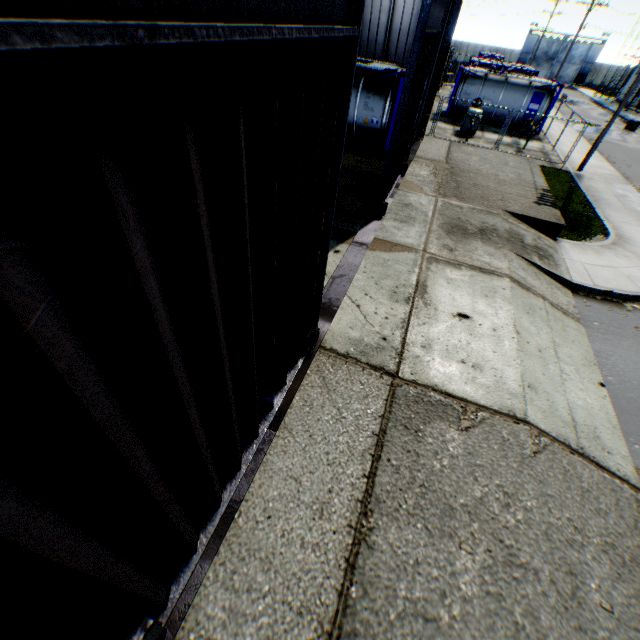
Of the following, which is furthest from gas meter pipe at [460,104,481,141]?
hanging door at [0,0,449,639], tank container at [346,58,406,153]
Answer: hanging door at [0,0,449,639]

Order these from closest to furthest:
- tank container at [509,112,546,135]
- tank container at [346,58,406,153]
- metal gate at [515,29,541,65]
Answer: tank container at [346,58,406,153] < tank container at [509,112,546,135] < metal gate at [515,29,541,65]

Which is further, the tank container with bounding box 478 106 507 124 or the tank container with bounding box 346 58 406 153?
the tank container with bounding box 478 106 507 124

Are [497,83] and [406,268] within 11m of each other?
no

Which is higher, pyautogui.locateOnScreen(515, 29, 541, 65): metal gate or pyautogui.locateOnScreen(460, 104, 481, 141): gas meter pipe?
pyautogui.locateOnScreen(515, 29, 541, 65): metal gate

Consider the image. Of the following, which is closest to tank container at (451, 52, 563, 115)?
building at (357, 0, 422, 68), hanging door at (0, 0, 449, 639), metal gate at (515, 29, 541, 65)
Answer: building at (357, 0, 422, 68)

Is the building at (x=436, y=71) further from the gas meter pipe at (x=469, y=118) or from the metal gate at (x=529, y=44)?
the metal gate at (x=529, y=44)

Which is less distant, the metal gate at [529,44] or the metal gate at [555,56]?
the metal gate at [555,56]
